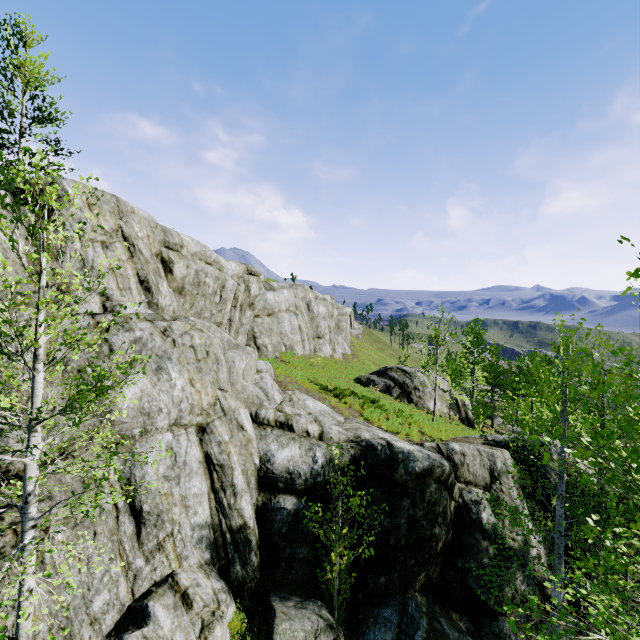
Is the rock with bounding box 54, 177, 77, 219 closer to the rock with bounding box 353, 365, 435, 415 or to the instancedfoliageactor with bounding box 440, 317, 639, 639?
the instancedfoliageactor with bounding box 440, 317, 639, 639

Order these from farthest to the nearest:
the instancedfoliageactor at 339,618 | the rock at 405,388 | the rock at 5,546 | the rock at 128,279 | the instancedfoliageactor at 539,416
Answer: the rock at 405,388 → the instancedfoliageactor at 339,618 → the rock at 128,279 → the rock at 5,546 → the instancedfoliageactor at 539,416

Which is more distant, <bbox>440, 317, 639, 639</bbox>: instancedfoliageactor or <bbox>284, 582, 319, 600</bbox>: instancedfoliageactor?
<bbox>284, 582, 319, 600</bbox>: instancedfoliageactor

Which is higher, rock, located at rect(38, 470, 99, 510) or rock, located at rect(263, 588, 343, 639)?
rock, located at rect(38, 470, 99, 510)

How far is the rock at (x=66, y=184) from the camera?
10.2m

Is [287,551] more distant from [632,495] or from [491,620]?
[632,495]

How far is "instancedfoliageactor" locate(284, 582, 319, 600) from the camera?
7.7 meters

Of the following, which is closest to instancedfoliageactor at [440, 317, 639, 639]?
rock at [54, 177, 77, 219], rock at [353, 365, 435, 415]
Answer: rock at [54, 177, 77, 219]
